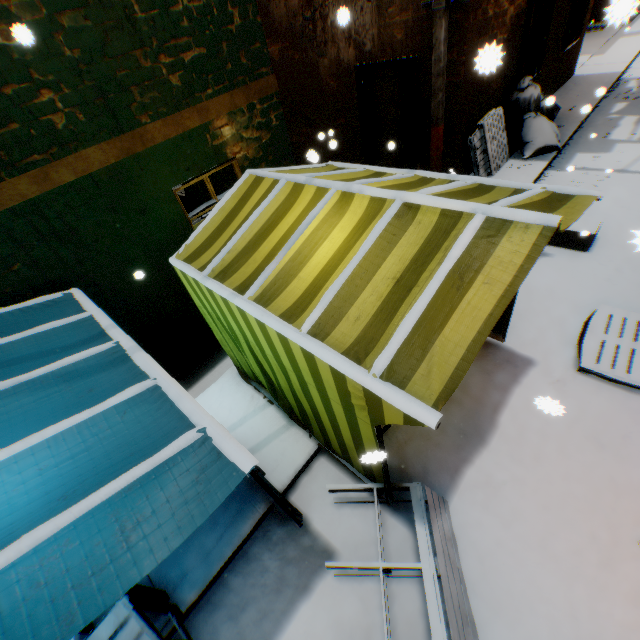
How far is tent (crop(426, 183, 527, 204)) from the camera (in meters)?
2.78

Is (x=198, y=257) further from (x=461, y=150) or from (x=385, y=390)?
(x=461, y=150)

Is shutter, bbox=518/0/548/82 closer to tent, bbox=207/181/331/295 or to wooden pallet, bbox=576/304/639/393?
tent, bbox=207/181/331/295

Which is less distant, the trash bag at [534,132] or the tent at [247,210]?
the tent at [247,210]

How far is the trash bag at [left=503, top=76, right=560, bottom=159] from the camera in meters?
7.6 m

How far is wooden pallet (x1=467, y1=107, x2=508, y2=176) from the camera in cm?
720

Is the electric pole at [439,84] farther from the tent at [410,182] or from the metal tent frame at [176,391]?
the metal tent frame at [176,391]
